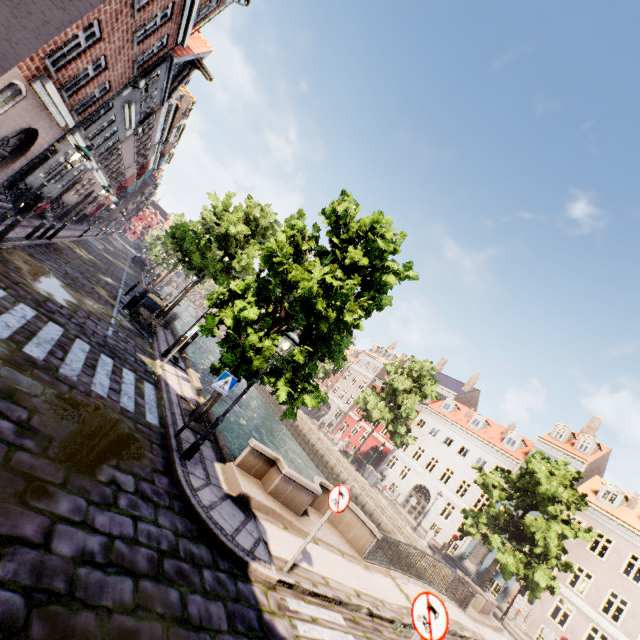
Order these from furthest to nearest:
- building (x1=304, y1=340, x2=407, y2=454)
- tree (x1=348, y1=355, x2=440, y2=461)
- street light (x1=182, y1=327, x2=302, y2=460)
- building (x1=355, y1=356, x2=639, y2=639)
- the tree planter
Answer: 1. building (x1=304, y1=340, x2=407, y2=454)
2. tree (x1=348, y1=355, x2=440, y2=461)
3. building (x1=355, y1=356, x2=639, y2=639)
4. the tree planter
5. street light (x1=182, y1=327, x2=302, y2=460)

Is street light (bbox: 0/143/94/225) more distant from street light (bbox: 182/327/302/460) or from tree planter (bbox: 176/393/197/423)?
street light (bbox: 182/327/302/460)

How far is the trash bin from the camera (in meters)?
15.95

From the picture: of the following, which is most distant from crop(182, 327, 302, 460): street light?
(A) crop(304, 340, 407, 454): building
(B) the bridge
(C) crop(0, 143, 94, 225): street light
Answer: (A) crop(304, 340, 407, 454): building

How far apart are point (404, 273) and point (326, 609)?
8.3 meters

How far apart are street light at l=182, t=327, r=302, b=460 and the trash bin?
10.9m

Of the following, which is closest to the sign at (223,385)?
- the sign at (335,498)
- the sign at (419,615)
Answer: the sign at (335,498)

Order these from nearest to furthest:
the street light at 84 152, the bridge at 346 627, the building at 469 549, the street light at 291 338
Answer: the bridge at 346 627
the street light at 291 338
the street light at 84 152
the building at 469 549
